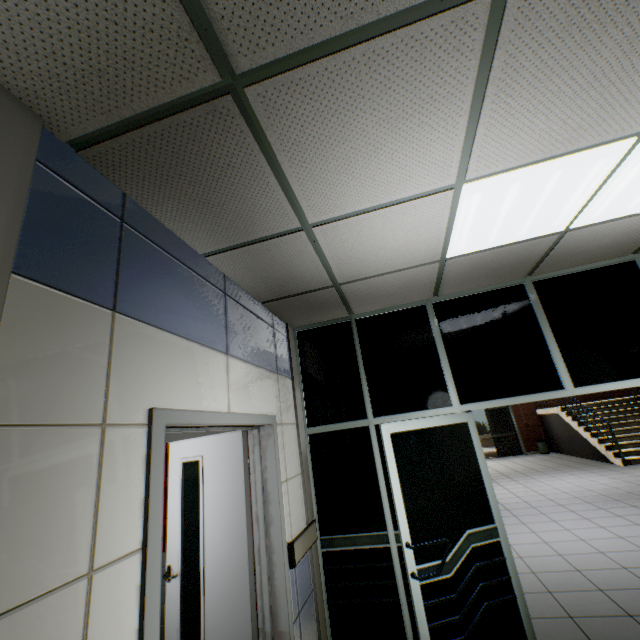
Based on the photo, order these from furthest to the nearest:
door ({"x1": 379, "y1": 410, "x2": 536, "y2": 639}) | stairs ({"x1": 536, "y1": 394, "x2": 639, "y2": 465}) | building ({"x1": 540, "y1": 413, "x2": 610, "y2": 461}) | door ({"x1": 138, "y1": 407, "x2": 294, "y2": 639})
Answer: building ({"x1": 540, "y1": 413, "x2": 610, "y2": 461}), stairs ({"x1": 536, "y1": 394, "x2": 639, "y2": 465}), door ({"x1": 379, "y1": 410, "x2": 536, "y2": 639}), door ({"x1": 138, "y1": 407, "x2": 294, "y2": 639})

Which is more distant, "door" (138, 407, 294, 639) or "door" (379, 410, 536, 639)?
"door" (379, 410, 536, 639)

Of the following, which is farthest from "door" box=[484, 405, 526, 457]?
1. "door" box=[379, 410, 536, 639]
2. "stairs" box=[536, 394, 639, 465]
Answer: "door" box=[379, 410, 536, 639]

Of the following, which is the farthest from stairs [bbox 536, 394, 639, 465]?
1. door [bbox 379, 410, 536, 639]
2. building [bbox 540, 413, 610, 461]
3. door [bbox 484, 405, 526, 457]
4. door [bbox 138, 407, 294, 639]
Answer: door [bbox 138, 407, 294, 639]

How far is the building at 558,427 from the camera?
10.7m

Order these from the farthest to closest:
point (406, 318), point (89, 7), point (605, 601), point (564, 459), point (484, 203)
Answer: point (564, 459), point (406, 318), point (605, 601), point (484, 203), point (89, 7)

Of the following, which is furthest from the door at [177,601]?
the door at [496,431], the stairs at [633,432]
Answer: the door at [496,431]
